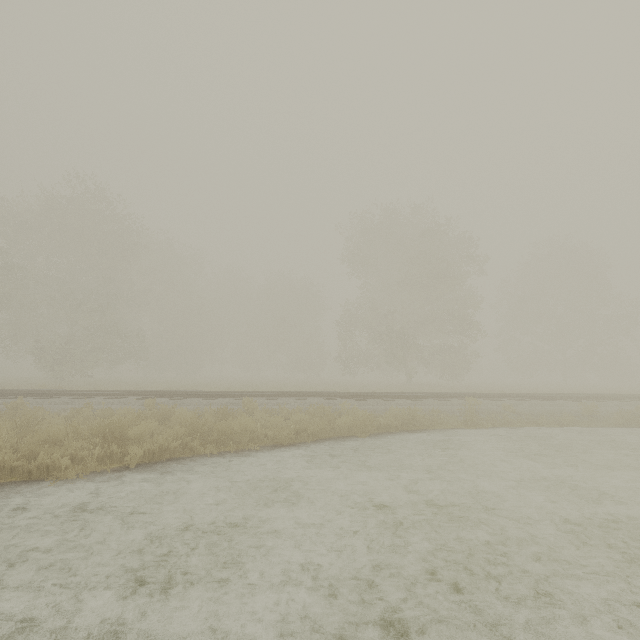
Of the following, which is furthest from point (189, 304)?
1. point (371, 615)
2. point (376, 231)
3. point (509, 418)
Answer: point (371, 615)
